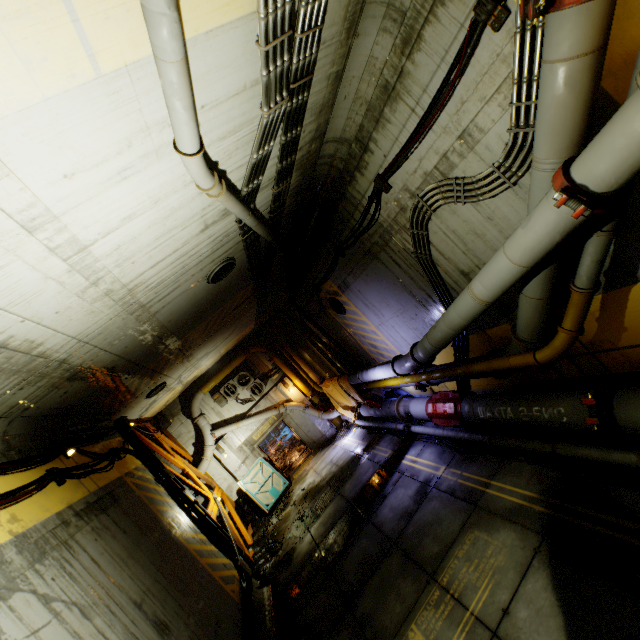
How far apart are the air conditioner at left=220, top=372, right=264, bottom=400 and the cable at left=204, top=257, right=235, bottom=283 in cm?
982

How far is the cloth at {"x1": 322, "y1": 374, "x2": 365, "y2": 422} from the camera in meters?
13.7

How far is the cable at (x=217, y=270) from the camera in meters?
7.1

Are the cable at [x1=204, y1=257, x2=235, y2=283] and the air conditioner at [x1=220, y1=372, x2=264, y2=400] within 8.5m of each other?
no

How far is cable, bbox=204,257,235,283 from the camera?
7.1m

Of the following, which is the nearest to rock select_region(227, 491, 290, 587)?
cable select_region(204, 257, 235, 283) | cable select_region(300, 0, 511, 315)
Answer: cable select_region(300, 0, 511, 315)

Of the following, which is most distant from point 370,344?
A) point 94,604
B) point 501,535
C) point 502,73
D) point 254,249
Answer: point 94,604

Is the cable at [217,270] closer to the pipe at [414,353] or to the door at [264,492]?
the pipe at [414,353]
